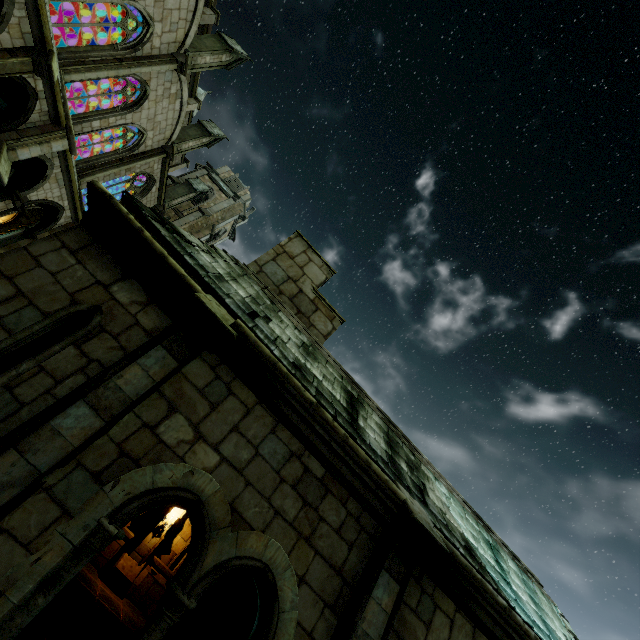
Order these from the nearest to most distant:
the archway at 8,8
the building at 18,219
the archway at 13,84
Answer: the archway at 8,8, the archway at 13,84, the building at 18,219

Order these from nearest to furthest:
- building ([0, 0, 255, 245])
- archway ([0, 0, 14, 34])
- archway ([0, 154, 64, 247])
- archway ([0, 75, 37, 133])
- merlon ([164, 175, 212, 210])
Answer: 1. archway ([0, 0, 14, 34])
2. archway ([0, 75, 37, 133])
3. building ([0, 0, 255, 245])
4. archway ([0, 154, 64, 247])
5. merlon ([164, 175, 212, 210])

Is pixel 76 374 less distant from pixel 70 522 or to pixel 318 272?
pixel 70 522

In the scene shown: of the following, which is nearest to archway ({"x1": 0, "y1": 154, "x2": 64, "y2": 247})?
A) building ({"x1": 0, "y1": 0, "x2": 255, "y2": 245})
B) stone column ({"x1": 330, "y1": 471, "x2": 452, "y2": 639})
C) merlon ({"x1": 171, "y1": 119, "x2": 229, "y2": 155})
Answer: building ({"x1": 0, "y1": 0, "x2": 255, "y2": 245})

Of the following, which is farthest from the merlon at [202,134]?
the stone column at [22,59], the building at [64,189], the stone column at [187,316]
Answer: → the stone column at [187,316]

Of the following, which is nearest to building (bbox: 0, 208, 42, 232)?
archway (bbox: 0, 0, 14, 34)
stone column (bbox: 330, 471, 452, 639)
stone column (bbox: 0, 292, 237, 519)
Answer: archway (bbox: 0, 0, 14, 34)

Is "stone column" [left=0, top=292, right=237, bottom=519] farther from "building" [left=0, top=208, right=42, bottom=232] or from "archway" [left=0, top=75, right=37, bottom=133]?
"archway" [left=0, top=75, right=37, bottom=133]

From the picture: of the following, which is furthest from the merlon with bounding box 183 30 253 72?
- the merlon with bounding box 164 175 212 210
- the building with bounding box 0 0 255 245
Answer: the merlon with bounding box 164 175 212 210
